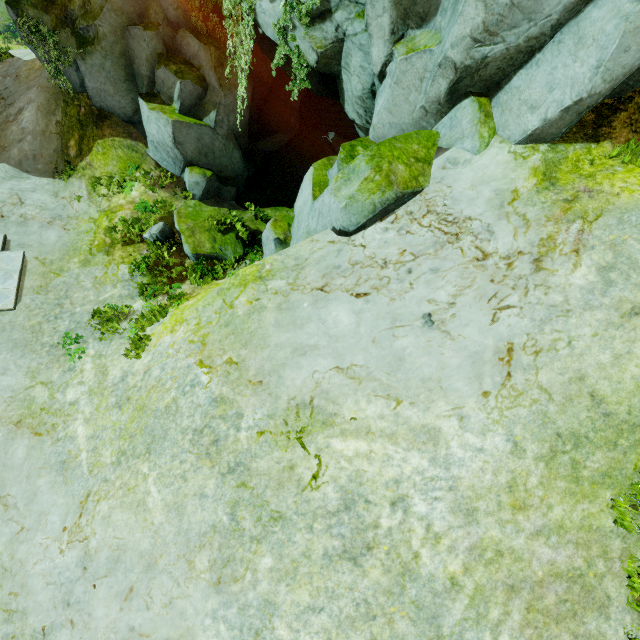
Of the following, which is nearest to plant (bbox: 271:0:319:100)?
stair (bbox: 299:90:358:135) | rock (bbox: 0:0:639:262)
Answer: rock (bbox: 0:0:639:262)

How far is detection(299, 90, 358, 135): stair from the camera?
18.5 meters

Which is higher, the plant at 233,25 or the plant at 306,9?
the plant at 306,9

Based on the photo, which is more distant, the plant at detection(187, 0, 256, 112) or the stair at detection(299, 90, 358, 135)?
the stair at detection(299, 90, 358, 135)

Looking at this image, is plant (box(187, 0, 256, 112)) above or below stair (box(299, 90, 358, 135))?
above

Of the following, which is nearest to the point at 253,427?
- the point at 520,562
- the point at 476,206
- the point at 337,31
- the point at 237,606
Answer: the point at 237,606

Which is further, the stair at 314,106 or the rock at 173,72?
the stair at 314,106
